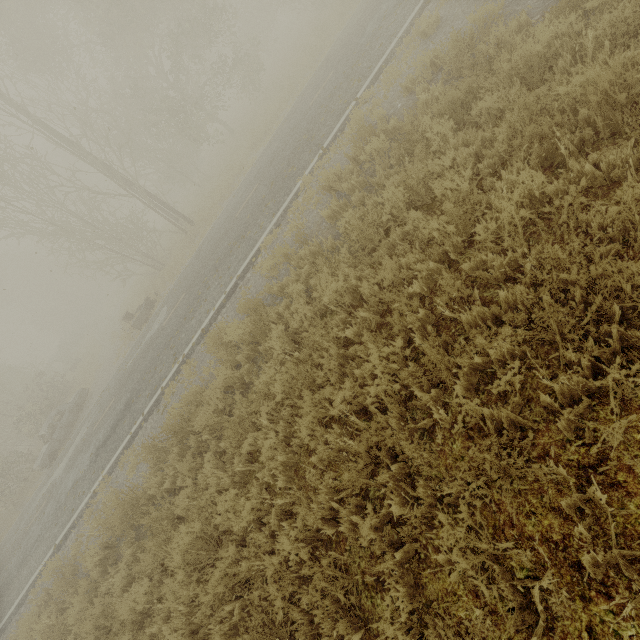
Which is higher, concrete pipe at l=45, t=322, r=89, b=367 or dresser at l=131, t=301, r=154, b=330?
concrete pipe at l=45, t=322, r=89, b=367

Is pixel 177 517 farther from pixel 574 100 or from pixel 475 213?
A: pixel 574 100

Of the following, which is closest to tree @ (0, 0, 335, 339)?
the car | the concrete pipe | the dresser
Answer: the dresser

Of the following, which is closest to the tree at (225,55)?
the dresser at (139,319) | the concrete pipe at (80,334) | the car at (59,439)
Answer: the dresser at (139,319)

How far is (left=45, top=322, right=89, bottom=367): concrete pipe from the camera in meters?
35.5 m

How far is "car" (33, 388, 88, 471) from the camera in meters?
16.2

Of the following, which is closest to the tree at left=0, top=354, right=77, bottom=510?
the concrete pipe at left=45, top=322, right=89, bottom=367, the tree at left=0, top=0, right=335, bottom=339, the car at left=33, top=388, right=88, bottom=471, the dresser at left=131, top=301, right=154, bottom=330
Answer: the car at left=33, top=388, right=88, bottom=471

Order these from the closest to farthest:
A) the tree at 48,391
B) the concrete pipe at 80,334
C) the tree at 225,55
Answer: the tree at 225,55 < the tree at 48,391 < the concrete pipe at 80,334
